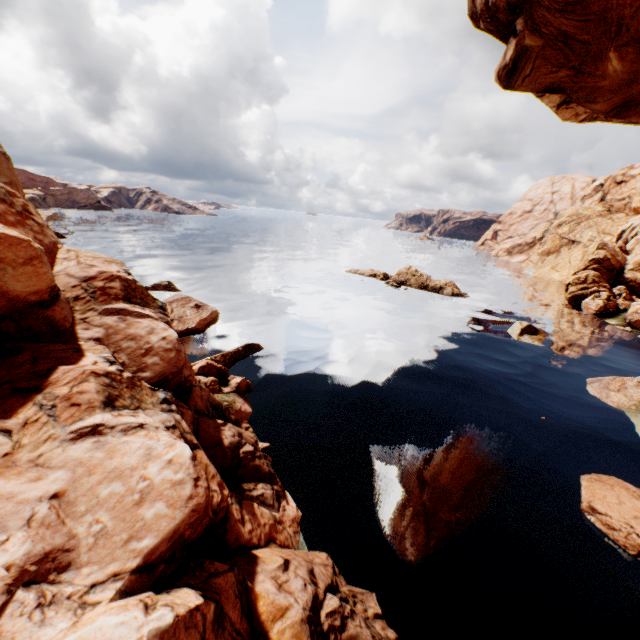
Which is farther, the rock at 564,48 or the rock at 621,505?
the rock at 564,48

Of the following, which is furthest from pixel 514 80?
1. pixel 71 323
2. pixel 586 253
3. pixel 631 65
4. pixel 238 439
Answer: pixel 586 253

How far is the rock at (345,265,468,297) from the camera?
40.7m

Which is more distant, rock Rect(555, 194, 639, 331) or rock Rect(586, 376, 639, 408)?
rock Rect(555, 194, 639, 331)

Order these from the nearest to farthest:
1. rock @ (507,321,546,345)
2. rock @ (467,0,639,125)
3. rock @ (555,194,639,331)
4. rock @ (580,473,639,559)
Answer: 1. rock @ (580,473,639,559)
2. rock @ (467,0,639,125)
3. rock @ (507,321,546,345)
4. rock @ (555,194,639,331)

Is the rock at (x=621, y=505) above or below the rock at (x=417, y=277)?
below
